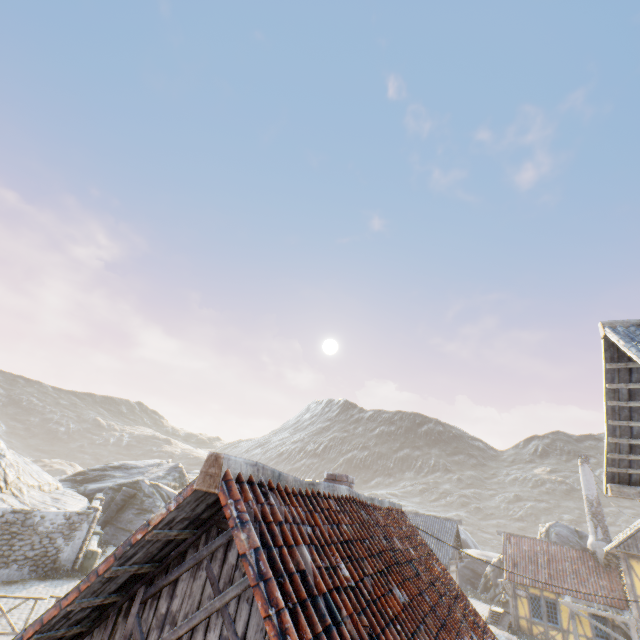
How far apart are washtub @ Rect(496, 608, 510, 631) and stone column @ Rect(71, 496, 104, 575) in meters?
26.3

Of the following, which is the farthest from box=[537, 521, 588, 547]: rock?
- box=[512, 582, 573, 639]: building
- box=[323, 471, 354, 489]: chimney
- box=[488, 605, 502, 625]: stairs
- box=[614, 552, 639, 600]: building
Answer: box=[323, 471, 354, 489]: chimney

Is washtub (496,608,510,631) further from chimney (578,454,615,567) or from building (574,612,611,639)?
chimney (578,454,615,567)

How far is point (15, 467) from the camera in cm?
2284

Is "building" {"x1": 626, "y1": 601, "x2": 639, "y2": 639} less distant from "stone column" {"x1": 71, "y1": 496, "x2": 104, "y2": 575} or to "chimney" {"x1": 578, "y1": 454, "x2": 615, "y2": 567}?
"chimney" {"x1": 578, "y1": 454, "x2": 615, "y2": 567}

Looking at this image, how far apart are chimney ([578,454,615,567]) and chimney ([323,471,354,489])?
26.98m

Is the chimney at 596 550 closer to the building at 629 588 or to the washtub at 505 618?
the building at 629 588

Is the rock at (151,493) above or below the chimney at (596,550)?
below
